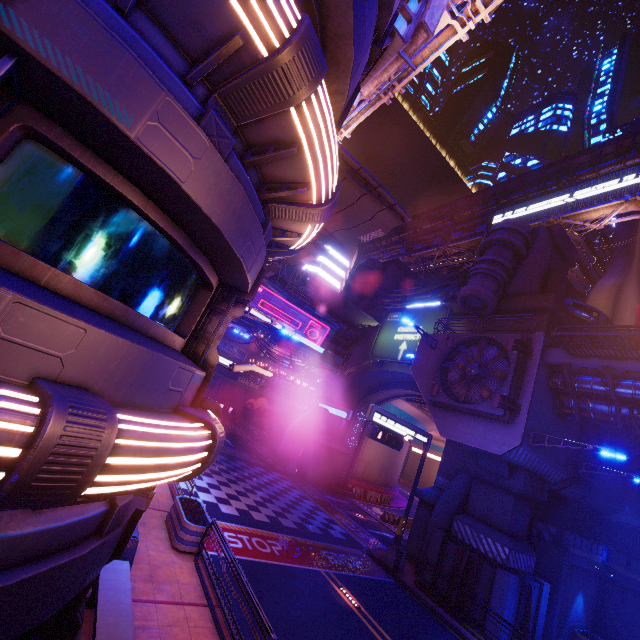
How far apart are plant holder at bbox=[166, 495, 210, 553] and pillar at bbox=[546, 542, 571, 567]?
17.7 meters

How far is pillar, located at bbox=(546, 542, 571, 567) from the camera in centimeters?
1658cm

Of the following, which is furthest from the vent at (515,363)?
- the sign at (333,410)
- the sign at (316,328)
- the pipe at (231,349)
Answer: the pipe at (231,349)

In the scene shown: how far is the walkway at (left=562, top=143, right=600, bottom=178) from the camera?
38.50m

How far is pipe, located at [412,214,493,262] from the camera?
49.6 meters

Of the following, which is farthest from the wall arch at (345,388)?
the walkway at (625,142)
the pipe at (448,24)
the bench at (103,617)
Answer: the bench at (103,617)

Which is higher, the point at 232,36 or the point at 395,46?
the point at 395,46

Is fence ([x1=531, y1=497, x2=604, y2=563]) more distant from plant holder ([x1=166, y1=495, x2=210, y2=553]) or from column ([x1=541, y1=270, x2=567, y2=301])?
plant holder ([x1=166, y1=495, x2=210, y2=553])
